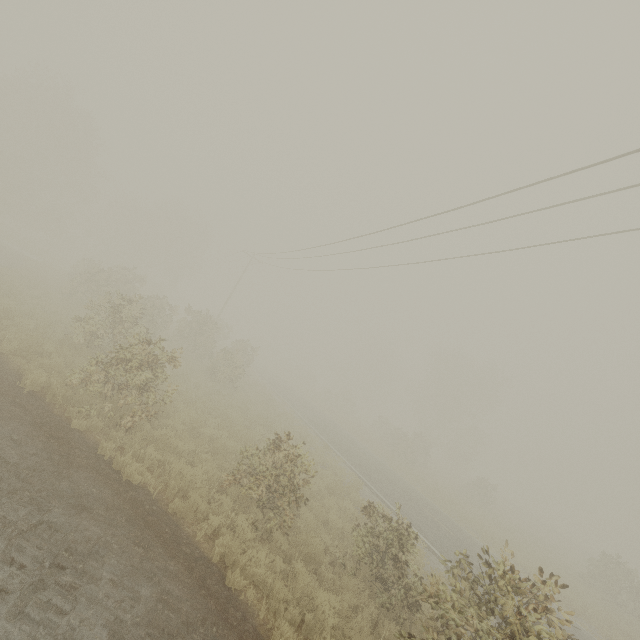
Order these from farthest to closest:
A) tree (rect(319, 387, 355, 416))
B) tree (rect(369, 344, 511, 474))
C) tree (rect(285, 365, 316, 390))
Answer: tree (rect(285, 365, 316, 390))
tree (rect(319, 387, 355, 416))
tree (rect(369, 344, 511, 474))

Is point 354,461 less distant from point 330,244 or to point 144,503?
point 330,244

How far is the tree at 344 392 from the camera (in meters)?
46.69

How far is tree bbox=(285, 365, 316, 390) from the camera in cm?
5453

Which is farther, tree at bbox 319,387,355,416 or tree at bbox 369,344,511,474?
tree at bbox 319,387,355,416

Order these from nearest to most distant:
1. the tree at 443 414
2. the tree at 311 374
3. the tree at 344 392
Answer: the tree at 443 414, the tree at 344 392, the tree at 311 374
